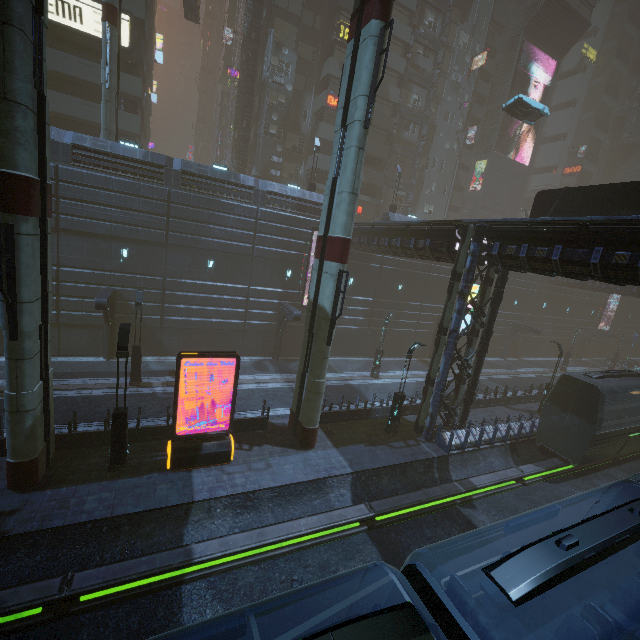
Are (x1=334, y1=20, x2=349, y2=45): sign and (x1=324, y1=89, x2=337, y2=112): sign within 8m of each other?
yes

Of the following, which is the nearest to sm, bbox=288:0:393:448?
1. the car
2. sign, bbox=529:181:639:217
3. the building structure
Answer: the car

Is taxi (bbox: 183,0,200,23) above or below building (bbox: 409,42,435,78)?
below

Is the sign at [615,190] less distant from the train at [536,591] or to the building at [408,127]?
the building at [408,127]

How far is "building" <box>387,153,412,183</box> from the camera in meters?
41.5

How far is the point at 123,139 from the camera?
21.3 meters

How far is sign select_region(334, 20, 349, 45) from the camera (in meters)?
31.70

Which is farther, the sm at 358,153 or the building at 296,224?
the building at 296,224
